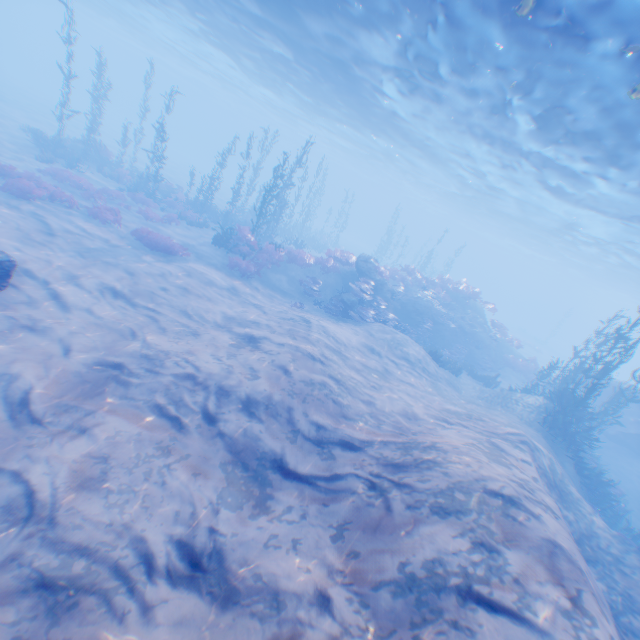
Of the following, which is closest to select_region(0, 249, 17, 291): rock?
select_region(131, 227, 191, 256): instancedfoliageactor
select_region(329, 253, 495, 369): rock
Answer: select_region(329, 253, 495, 369): rock

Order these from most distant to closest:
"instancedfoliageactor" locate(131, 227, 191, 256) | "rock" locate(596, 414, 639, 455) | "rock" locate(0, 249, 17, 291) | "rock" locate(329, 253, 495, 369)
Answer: "rock" locate(329, 253, 495, 369) < "rock" locate(596, 414, 639, 455) < "instancedfoliageactor" locate(131, 227, 191, 256) < "rock" locate(0, 249, 17, 291)

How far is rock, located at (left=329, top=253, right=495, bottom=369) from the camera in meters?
20.3 m

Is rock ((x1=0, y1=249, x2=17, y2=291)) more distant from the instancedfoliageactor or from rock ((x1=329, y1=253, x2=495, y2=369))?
the instancedfoliageactor

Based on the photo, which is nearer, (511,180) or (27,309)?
(27,309)

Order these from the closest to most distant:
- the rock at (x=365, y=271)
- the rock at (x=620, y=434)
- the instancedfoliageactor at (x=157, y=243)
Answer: the instancedfoliageactor at (x=157, y=243) → the rock at (x=620, y=434) → the rock at (x=365, y=271)

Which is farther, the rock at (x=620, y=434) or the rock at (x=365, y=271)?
the rock at (x=365, y=271)

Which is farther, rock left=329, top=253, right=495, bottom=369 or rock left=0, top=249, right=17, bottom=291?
rock left=329, top=253, right=495, bottom=369
